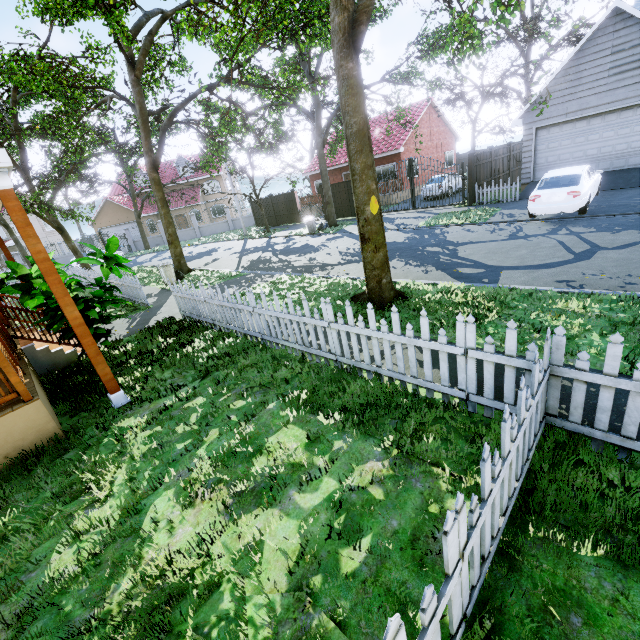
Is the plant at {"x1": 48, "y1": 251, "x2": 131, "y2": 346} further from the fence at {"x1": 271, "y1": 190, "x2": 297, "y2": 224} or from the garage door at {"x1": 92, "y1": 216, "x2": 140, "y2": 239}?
the garage door at {"x1": 92, "y1": 216, "x2": 140, "y2": 239}

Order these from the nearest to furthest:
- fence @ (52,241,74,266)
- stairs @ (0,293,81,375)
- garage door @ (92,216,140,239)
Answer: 1. stairs @ (0,293,81,375)
2. fence @ (52,241,74,266)
3. garage door @ (92,216,140,239)

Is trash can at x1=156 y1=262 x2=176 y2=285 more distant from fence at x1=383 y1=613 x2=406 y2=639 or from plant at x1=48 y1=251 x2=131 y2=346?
plant at x1=48 y1=251 x2=131 y2=346

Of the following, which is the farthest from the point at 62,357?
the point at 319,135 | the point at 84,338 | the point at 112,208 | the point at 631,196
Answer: the point at 112,208

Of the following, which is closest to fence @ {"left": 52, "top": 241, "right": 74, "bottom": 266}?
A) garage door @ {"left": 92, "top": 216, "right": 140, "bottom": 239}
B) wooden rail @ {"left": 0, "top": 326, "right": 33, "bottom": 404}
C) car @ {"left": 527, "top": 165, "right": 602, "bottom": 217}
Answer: wooden rail @ {"left": 0, "top": 326, "right": 33, "bottom": 404}

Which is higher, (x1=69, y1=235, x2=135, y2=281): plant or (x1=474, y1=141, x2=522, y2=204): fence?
(x1=69, y1=235, x2=135, y2=281): plant

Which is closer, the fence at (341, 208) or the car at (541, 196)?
the car at (541, 196)

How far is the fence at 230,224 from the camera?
34.0 meters
